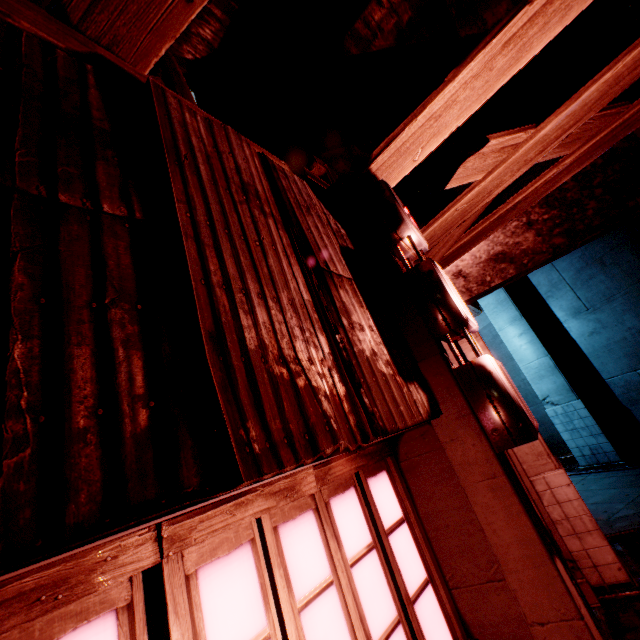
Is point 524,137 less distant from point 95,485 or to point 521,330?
point 95,485

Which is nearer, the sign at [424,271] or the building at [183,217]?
the building at [183,217]

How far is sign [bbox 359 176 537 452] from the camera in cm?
246

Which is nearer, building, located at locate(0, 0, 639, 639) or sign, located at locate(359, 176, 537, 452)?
building, located at locate(0, 0, 639, 639)

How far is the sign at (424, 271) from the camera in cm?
246
